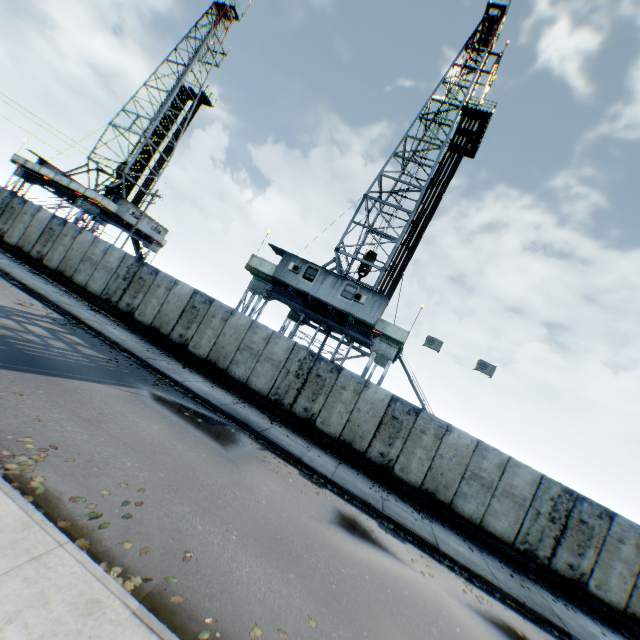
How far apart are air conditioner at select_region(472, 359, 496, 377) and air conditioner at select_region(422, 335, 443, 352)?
1.8 meters

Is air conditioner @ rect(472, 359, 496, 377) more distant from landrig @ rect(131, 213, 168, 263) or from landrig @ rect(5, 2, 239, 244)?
landrig @ rect(5, 2, 239, 244)

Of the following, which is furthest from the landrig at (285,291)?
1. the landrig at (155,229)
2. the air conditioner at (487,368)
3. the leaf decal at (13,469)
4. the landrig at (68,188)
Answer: the landrig at (68,188)

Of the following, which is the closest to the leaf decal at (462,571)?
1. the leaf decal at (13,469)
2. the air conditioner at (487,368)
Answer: the leaf decal at (13,469)

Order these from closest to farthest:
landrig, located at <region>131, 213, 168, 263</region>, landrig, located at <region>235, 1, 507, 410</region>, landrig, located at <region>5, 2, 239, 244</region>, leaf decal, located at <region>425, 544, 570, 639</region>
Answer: leaf decal, located at <region>425, 544, 570, 639</region>
landrig, located at <region>235, 1, 507, 410</region>
landrig, located at <region>5, 2, 239, 244</region>
landrig, located at <region>131, 213, 168, 263</region>

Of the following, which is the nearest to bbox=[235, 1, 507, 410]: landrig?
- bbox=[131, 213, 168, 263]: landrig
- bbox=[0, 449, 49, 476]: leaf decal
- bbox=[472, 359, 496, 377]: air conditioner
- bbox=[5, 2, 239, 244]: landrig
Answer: bbox=[472, 359, 496, 377]: air conditioner

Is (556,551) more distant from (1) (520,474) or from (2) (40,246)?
(2) (40,246)

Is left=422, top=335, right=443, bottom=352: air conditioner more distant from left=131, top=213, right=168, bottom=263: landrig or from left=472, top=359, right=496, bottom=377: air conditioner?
left=131, top=213, right=168, bottom=263: landrig
